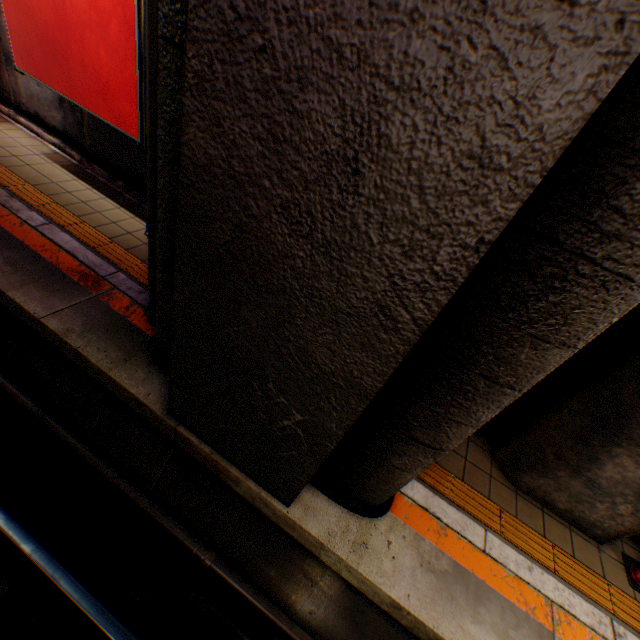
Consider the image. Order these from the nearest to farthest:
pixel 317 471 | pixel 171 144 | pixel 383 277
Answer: pixel 383 277, pixel 171 144, pixel 317 471

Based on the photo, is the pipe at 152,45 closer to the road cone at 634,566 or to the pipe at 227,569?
the pipe at 227,569

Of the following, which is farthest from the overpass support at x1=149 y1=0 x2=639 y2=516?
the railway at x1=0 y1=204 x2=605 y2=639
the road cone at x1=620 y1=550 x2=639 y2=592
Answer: the road cone at x1=620 y1=550 x2=639 y2=592

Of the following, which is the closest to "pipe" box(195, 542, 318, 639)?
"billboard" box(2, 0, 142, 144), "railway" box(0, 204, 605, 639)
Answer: "railway" box(0, 204, 605, 639)

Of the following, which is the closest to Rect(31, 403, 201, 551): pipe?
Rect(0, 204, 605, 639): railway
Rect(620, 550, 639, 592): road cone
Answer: Rect(0, 204, 605, 639): railway

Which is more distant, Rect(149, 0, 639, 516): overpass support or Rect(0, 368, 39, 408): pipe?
Rect(0, 368, 39, 408): pipe

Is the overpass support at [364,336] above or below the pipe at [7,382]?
above

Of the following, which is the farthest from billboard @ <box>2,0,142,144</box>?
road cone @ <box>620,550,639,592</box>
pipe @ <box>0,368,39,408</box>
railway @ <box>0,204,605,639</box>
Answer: road cone @ <box>620,550,639,592</box>
